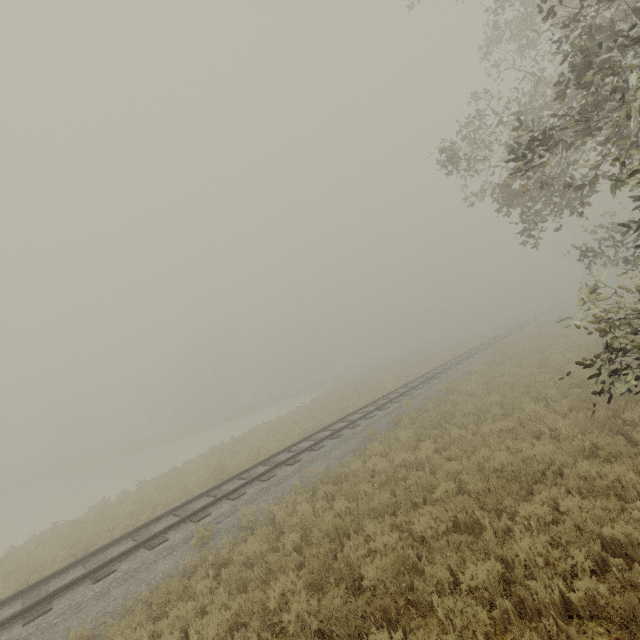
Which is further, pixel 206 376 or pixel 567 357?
pixel 206 376
